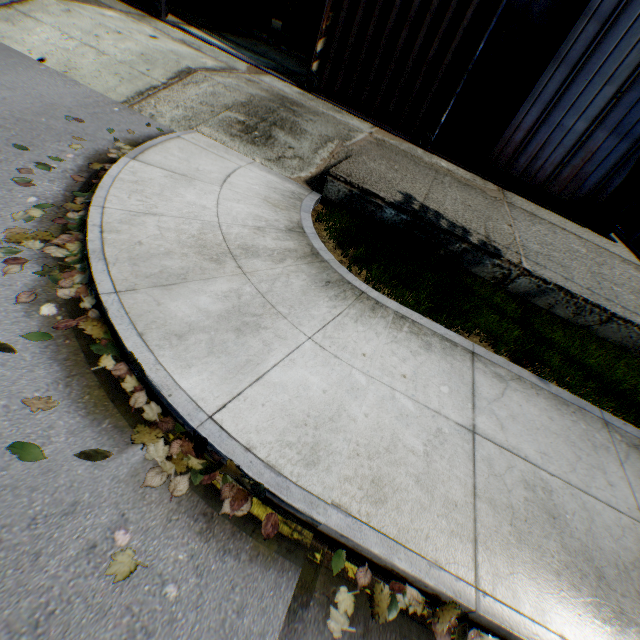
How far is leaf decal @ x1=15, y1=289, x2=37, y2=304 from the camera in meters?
2.9

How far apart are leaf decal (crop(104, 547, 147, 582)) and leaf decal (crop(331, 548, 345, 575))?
1.2m

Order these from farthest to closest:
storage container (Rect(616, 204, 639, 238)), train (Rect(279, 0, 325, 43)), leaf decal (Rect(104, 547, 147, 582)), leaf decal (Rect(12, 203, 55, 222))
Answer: train (Rect(279, 0, 325, 43)) < storage container (Rect(616, 204, 639, 238)) < leaf decal (Rect(12, 203, 55, 222)) < leaf decal (Rect(104, 547, 147, 582))

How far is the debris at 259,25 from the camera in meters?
19.3

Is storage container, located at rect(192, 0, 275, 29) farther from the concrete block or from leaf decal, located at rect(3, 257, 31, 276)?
leaf decal, located at rect(3, 257, 31, 276)

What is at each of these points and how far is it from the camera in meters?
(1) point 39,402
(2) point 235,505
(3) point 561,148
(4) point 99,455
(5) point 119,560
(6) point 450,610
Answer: (1) leaf decal, 2.4
(2) leaf decal, 2.3
(3) building, 9.4
(4) leaf decal, 2.3
(5) leaf decal, 1.9
(6) leaf decal, 2.2

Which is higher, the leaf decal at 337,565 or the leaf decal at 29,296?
the leaf decal at 337,565
